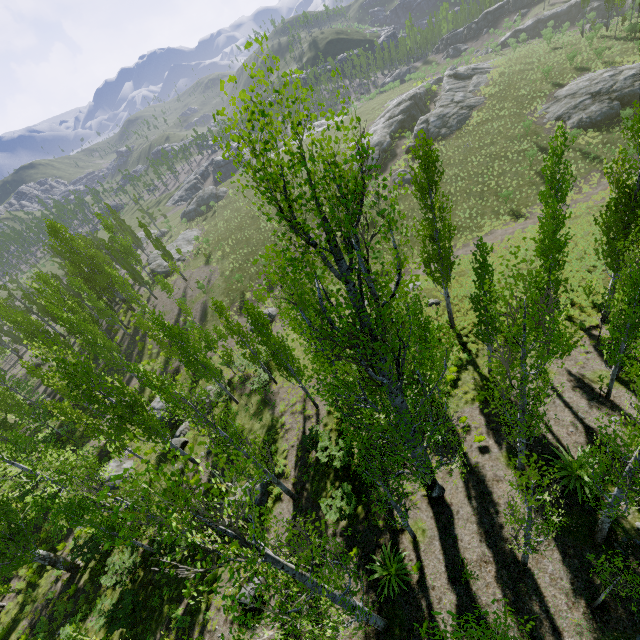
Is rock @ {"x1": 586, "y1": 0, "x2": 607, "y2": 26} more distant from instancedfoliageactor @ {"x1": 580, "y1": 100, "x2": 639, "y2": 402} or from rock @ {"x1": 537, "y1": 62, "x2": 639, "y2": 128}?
rock @ {"x1": 537, "y1": 62, "x2": 639, "y2": 128}

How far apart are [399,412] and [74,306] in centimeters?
3560cm

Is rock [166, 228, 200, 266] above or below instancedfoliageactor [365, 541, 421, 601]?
above

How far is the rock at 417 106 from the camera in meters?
45.0

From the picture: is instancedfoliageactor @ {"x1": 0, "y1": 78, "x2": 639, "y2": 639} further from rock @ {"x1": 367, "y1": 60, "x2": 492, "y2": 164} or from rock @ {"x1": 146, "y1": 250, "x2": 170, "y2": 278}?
rock @ {"x1": 146, "y1": 250, "x2": 170, "y2": 278}

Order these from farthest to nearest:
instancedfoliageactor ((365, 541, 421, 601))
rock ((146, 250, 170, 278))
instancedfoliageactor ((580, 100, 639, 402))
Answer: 1. rock ((146, 250, 170, 278))
2. instancedfoliageactor ((365, 541, 421, 601))
3. instancedfoliageactor ((580, 100, 639, 402))

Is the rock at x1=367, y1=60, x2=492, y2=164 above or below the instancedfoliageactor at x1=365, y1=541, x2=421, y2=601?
above

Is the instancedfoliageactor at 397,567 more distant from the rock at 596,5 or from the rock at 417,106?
the rock at 596,5
